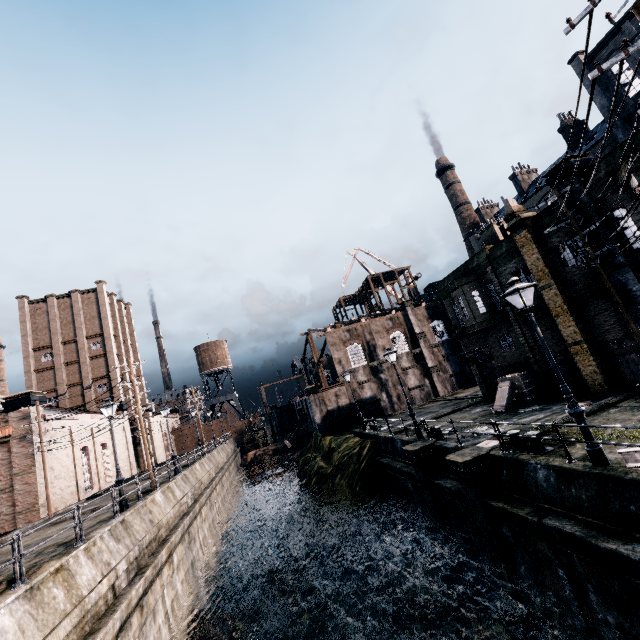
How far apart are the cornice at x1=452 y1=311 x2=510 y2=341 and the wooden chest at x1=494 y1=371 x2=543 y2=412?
3.31m

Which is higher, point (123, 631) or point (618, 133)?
point (618, 133)

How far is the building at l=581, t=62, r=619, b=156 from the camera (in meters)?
36.31

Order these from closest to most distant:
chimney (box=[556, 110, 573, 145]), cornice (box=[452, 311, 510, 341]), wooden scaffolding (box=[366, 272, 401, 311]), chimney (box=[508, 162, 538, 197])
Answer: cornice (box=[452, 311, 510, 341]), chimney (box=[556, 110, 573, 145]), chimney (box=[508, 162, 538, 197]), wooden scaffolding (box=[366, 272, 401, 311])

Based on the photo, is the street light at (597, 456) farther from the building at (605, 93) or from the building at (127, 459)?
the building at (127, 459)

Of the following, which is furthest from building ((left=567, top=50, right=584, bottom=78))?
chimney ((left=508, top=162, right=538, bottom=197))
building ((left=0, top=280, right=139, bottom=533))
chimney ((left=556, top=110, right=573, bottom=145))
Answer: building ((left=0, top=280, right=139, bottom=533))

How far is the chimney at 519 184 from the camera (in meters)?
52.69

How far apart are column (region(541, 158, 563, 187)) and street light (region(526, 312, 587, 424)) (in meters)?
8.14
